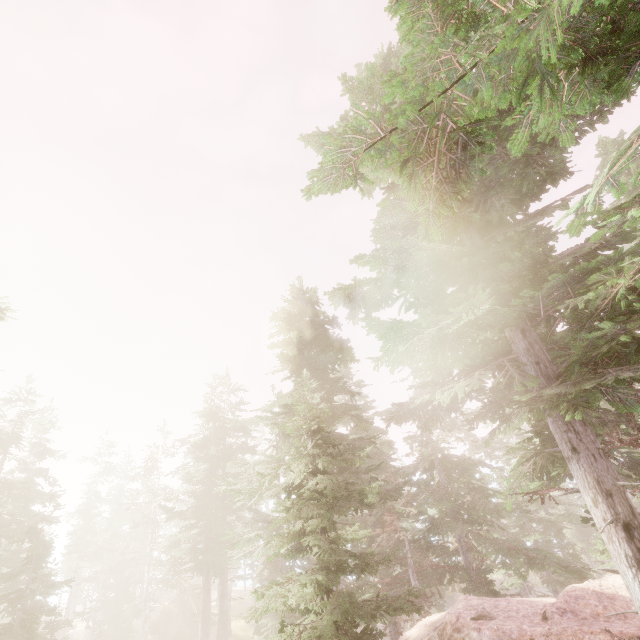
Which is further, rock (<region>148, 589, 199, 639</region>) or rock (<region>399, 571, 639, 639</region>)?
rock (<region>148, 589, 199, 639</region>)

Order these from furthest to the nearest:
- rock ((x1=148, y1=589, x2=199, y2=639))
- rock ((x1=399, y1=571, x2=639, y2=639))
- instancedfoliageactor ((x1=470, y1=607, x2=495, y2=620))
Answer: rock ((x1=148, y1=589, x2=199, y2=639)) → instancedfoliageactor ((x1=470, y1=607, x2=495, y2=620)) → rock ((x1=399, y1=571, x2=639, y2=639))

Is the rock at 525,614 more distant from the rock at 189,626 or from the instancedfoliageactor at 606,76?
the rock at 189,626

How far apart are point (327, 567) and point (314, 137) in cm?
1250

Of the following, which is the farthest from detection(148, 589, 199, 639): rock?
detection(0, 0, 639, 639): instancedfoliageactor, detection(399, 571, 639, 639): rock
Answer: detection(399, 571, 639, 639): rock

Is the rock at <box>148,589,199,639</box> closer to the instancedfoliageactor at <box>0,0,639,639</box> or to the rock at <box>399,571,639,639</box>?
the instancedfoliageactor at <box>0,0,639,639</box>

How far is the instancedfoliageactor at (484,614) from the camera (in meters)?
10.14
